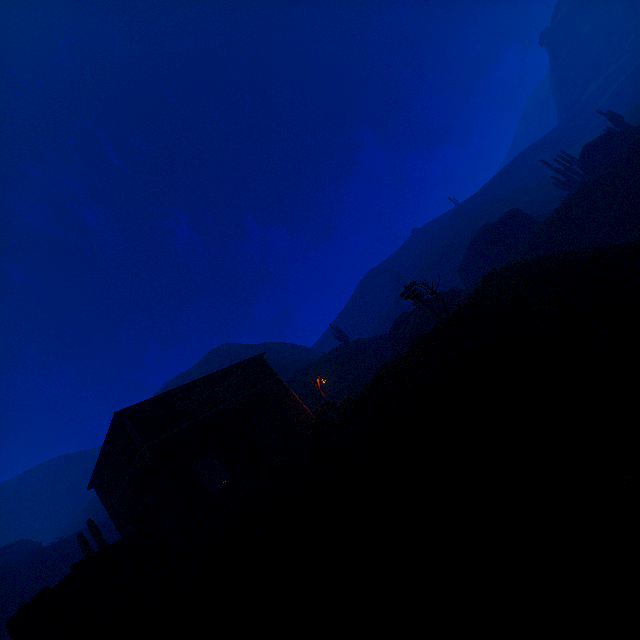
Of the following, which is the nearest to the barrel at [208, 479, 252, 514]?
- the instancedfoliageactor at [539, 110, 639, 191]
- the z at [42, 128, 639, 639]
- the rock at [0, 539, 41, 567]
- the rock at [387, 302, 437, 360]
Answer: the z at [42, 128, 639, 639]

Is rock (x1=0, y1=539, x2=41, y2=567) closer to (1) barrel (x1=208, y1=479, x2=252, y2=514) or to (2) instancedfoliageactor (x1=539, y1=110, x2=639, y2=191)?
(1) barrel (x1=208, y1=479, x2=252, y2=514)

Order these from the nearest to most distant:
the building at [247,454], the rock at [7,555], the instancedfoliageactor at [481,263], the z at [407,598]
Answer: the z at [407,598], the building at [247,454], the instancedfoliageactor at [481,263], the rock at [7,555]

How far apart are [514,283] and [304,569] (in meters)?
14.80

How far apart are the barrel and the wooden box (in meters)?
2.35

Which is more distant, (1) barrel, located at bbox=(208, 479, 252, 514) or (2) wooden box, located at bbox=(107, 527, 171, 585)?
(1) barrel, located at bbox=(208, 479, 252, 514)

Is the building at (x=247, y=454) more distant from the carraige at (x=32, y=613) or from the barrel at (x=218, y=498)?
the carraige at (x=32, y=613)

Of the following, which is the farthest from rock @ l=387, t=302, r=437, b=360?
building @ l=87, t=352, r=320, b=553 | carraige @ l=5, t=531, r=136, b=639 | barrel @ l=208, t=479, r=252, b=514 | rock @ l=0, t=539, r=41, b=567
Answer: rock @ l=0, t=539, r=41, b=567
